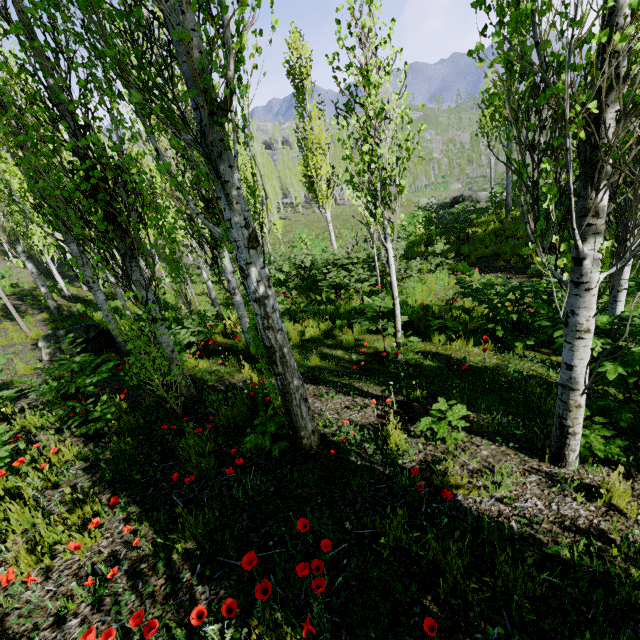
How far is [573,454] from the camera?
3.0 meters

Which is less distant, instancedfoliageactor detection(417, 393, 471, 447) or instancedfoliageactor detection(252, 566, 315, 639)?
instancedfoliageactor detection(252, 566, 315, 639)

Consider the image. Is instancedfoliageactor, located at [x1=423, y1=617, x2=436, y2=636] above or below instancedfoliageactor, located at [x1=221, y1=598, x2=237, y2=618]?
below

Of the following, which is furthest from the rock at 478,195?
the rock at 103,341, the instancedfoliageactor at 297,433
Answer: the rock at 103,341

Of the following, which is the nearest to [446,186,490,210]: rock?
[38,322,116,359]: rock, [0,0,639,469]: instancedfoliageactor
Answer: [0,0,639,469]: instancedfoliageactor
